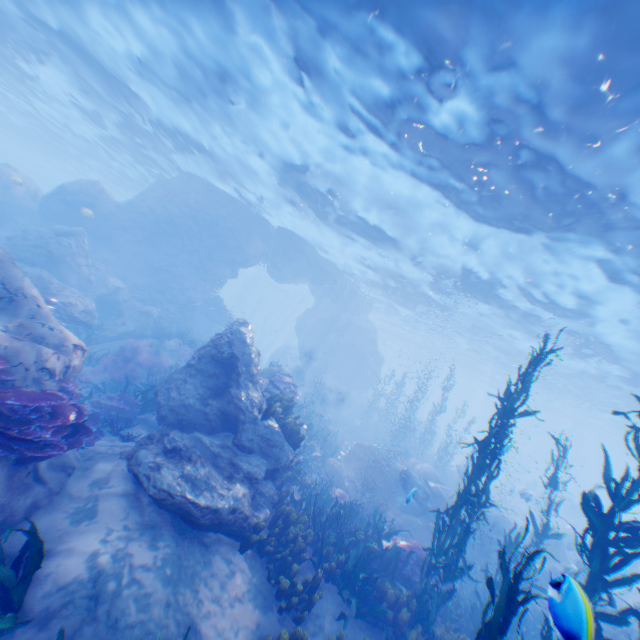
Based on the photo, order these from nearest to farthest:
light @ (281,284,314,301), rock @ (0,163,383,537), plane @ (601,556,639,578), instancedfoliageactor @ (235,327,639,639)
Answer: instancedfoliageactor @ (235,327,639,639) → rock @ (0,163,383,537) → plane @ (601,556,639,578) → light @ (281,284,314,301)

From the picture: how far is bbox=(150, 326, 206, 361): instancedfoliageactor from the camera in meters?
18.0 m

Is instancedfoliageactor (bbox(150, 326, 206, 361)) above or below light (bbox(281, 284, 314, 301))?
below

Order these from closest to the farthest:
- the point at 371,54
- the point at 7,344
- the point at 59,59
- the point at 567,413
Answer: the point at 7,344 → the point at 371,54 → the point at 59,59 → the point at 567,413

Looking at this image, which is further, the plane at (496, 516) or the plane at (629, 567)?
the plane at (496, 516)

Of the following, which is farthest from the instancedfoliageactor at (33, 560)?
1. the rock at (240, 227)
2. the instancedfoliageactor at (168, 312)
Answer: the instancedfoliageactor at (168, 312)

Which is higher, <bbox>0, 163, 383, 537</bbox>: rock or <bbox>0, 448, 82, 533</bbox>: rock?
<bbox>0, 163, 383, 537</bbox>: rock

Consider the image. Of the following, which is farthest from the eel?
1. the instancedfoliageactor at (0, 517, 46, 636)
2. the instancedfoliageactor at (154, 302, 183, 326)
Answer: the instancedfoliageactor at (154, 302, 183, 326)
